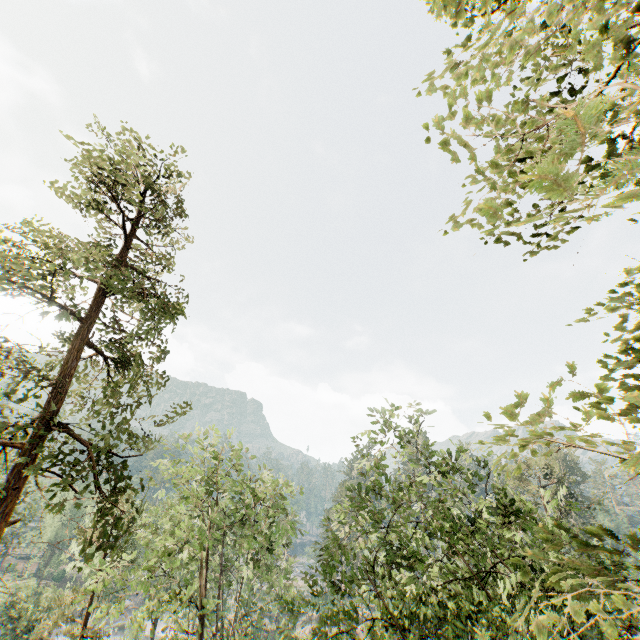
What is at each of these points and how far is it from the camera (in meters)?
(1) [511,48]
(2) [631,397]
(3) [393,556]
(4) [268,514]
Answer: (1) foliage, 2.85
(2) foliage, 2.97
(3) foliage, 9.84
(4) foliage, 21.03

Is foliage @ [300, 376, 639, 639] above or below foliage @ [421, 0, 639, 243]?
below

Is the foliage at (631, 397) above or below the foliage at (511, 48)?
below

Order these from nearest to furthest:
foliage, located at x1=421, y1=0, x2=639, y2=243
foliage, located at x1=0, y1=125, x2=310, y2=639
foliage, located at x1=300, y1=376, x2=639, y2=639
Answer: foliage, located at x1=421, y1=0, x2=639, y2=243 → foliage, located at x1=300, y1=376, x2=639, y2=639 → foliage, located at x1=0, y1=125, x2=310, y2=639

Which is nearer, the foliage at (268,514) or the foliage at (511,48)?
the foliage at (511,48)

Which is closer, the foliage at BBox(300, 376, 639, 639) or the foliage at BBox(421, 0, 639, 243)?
the foliage at BBox(421, 0, 639, 243)
